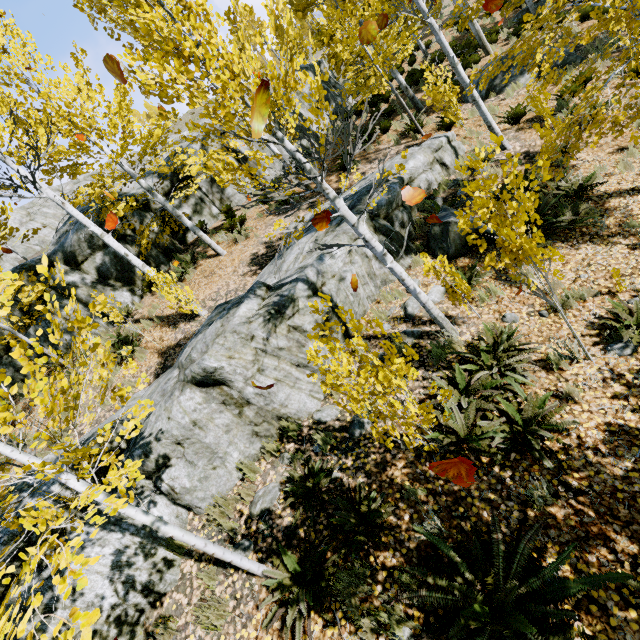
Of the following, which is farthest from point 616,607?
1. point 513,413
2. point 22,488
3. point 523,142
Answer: point 523,142

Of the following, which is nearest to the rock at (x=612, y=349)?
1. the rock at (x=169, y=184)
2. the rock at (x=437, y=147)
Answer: the rock at (x=169, y=184)

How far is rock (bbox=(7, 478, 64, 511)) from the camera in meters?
4.0

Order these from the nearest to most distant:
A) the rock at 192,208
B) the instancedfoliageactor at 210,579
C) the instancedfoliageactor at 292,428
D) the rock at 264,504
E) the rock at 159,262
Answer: the instancedfoliageactor at 210,579
the rock at 264,504
the instancedfoliageactor at 292,428
the rock at 159,262
the rock at 192,208

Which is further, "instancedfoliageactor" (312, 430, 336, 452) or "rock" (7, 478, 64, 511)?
"instancedfoliageactor" (312, 430, 336, 452)

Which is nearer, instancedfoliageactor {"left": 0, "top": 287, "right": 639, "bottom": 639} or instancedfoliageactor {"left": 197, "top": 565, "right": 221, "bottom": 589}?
instancedfoliageactor {"left": 0, "top": 287, "right": 639, "bottom": 639}

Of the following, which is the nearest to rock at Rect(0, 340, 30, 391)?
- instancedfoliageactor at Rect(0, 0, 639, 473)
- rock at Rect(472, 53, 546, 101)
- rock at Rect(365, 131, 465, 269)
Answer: instancedfoliageactor at Rect(0, 0, 639, 473)

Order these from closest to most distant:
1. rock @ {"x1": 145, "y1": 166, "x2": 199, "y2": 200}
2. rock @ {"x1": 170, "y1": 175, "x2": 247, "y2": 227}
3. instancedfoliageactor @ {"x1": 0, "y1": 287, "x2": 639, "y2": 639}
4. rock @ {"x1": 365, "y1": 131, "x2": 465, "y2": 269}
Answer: instancedfoliageactor @ {"x1": 0, "y1": 287, "x2": 639, "y2": 639} < rock @ {"x1": 365, "y1": 131, "x2": 465, "y2": 269} < rock @ {"x1": 145, "y1": 166, "x2": 199, "y2": 200} < rock @ {"x1": 170, "y1": 175, "x2": 247, "y2": 227}
